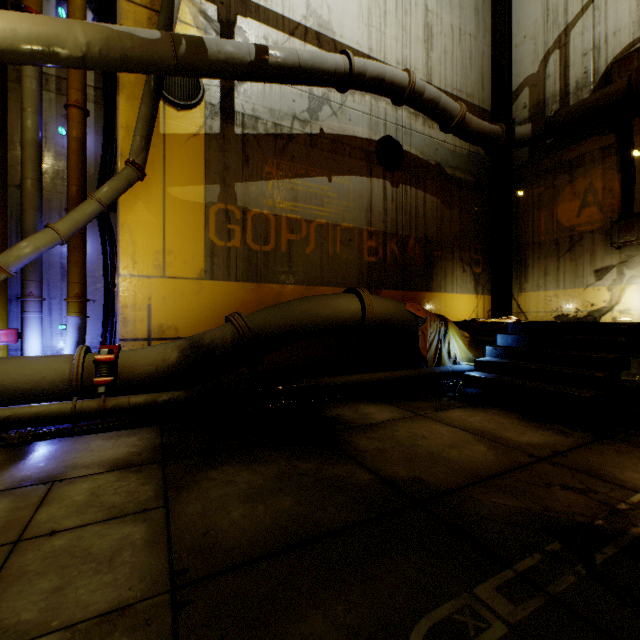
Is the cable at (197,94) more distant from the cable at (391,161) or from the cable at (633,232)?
the cable at (633,232)

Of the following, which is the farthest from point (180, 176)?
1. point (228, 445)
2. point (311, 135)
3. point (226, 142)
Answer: point (228, 445)

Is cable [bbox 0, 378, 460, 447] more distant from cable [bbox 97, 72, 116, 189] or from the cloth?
cable [bbox 97, 72, 116, 189]

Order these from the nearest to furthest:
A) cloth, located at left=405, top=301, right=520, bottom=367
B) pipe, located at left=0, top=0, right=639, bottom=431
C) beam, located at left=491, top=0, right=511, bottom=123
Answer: pipe, located at left=0, top=0, right=639, bottom=431
cloth, located at left=405, top=301, right=520, bottom=367
beam, located at left=491, top=0, right=511, bottom=123

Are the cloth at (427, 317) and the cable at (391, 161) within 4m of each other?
yes

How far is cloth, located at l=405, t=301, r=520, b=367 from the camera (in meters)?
6.54

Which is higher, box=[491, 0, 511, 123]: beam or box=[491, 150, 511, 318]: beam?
box=[491, 0, 511, 123]: beam

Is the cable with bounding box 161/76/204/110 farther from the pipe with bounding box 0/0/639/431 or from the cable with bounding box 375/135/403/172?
the cable with bounding box 375/135/403/172
